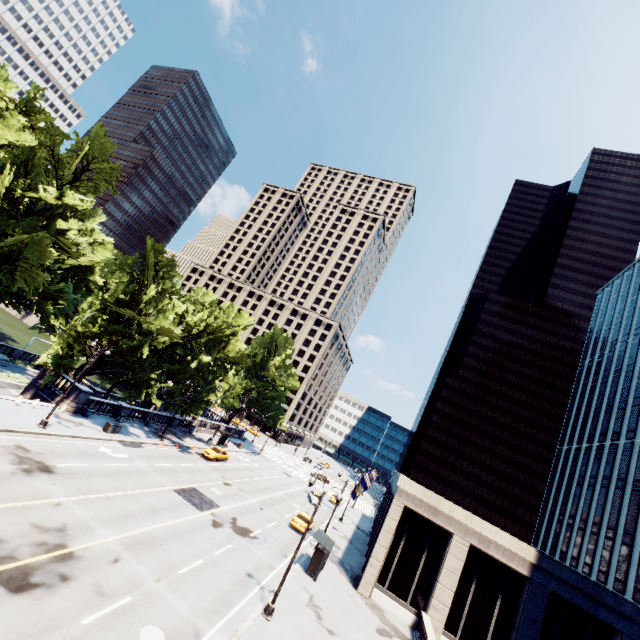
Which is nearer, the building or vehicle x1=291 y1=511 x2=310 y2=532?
the building

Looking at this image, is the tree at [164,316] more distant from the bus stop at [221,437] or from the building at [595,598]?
the building at [595,598]

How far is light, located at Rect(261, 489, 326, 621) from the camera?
17.42m

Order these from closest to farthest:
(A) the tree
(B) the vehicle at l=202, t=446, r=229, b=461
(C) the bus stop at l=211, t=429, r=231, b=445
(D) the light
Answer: (D) the light, (A) the tree, (B) the vehicle at l=202, t=446, r=229, b=461, (C) the bus stop at l=211, t=429, r=231, b=445

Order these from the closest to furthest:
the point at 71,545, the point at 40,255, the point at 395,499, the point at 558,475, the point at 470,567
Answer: the point at 71,545 < the point at 470,567 < the point at 395,499 < the point at 40,255 < the point at 558,475

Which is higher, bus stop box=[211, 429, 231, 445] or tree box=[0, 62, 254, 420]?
tree box=[0, 62, 254, 420]

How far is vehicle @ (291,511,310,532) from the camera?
32.9 meters

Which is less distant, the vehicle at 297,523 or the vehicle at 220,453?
the vehicle at 297,523
